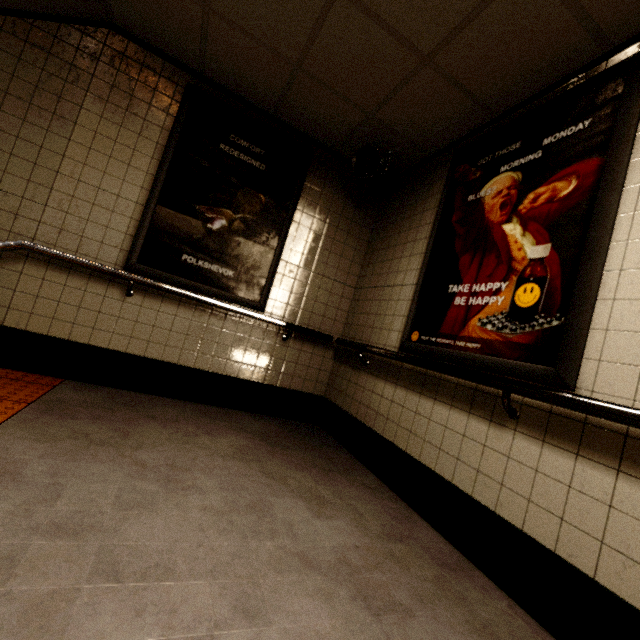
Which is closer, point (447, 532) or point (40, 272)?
point (447, 532)

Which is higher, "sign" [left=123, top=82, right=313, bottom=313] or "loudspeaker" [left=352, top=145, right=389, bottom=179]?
"loudspeaker" [left=352, top=145, right=389, bottom=179]

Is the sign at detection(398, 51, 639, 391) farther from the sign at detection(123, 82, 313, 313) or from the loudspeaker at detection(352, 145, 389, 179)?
the sign at detection(123, 82, 313, 313)

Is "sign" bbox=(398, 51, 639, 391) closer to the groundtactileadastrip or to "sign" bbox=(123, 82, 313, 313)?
"sign" bbox=(123, 82, 313, 313)

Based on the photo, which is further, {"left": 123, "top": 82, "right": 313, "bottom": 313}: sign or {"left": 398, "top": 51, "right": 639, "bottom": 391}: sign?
{"left": 123, "top": 82, "right": 313, "bottom": 313}: sign

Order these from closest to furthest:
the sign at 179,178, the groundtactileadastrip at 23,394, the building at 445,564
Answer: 1. the building at 445,564
2. the groundtactileadastrip at 23,394
3. the sign at 179,178

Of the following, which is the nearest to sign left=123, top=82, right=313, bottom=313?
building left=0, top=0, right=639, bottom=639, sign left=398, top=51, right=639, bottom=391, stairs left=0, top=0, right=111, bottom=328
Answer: building left=0, top=0, right=639, bottom=639

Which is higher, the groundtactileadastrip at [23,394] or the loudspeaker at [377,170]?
the loudspeaker at [377,170]
